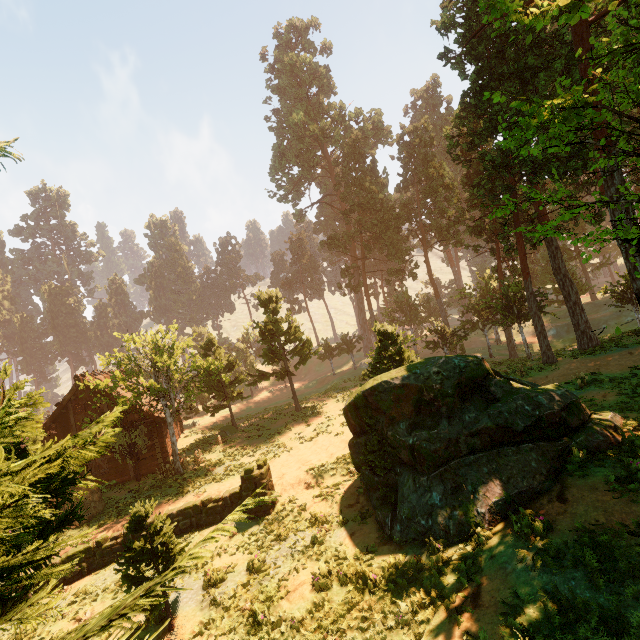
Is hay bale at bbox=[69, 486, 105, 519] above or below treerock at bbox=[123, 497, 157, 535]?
below

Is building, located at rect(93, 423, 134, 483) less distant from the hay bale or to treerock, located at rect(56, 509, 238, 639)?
treerock, located at rect(56, 509, 238, 639)

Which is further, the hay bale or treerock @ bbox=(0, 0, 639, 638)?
the hay bale

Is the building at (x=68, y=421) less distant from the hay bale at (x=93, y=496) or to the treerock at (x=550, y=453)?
the treerock at (x=550, y=453)

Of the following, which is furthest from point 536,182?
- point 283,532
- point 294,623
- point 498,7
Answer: point 294,623

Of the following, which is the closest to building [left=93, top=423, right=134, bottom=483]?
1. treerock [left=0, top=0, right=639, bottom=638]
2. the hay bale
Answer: treerock [left=0, top=0, right=639, bottom=638]

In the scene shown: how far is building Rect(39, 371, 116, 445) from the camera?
21.72m

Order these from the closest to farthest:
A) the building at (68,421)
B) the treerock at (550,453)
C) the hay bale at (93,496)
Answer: the treerock at (550,453), the hay bale at (93,496), the building at (68,421)
